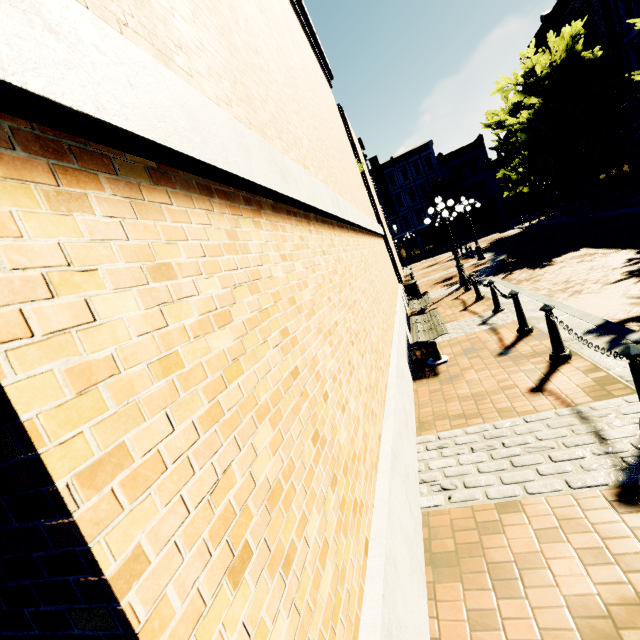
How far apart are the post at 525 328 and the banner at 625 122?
24.0 meters

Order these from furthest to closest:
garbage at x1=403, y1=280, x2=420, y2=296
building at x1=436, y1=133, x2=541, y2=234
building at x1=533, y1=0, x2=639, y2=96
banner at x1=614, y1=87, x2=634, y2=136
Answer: building at x1=436, y1=133, x2=541, y2=234 < banner at x1=614, y1=87, x2=634, y2=136 < building at x1=533, y1=0, x2=639, y2=96 < garbage at x1=403, y1=280, x2=420, y2=296

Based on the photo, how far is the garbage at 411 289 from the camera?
13.4 meters

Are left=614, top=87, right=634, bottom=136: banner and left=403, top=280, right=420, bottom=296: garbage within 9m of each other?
no

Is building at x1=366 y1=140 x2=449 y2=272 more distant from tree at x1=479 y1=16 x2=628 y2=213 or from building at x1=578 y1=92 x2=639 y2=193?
building at x1=578 y1=92 x2=639 y2=193

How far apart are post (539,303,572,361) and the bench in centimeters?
172cm

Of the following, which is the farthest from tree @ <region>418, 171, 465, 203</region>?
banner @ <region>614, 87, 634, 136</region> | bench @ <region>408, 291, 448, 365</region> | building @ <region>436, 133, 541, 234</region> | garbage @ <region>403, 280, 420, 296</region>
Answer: bench @ <region>408, 291, 448, 365</region>

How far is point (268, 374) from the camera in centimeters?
150cm
